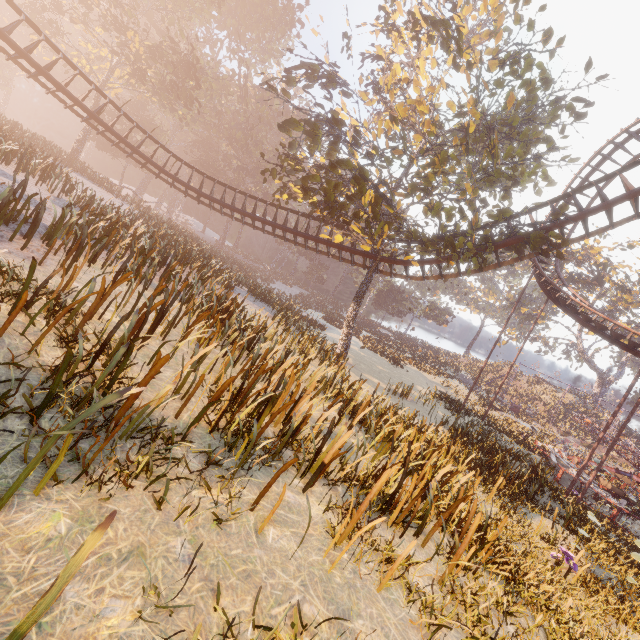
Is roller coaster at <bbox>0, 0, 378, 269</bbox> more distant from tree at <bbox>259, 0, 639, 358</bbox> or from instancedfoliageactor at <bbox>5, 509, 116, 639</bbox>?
instancedfoliageactor at <bbox>5, 509, 116, 639</bbox>

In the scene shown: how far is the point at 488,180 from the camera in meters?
14.9 m

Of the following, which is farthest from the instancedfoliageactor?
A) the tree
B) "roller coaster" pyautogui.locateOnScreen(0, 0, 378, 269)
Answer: "roller coaster" pyautogui.locateOnScreen(0, 0, 378, 269)

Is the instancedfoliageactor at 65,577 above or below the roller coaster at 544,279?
below

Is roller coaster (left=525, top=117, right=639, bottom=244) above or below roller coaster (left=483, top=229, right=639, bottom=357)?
above

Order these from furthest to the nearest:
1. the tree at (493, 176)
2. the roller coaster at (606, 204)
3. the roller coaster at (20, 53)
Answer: the roller coaster at (20, 53) < the roller coaster at (606, 204) < the tree at (493, 176)

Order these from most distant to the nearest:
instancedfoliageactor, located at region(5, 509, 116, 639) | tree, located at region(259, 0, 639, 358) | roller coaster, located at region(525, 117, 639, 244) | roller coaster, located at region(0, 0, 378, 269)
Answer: roller coaster, located at region(0, 0, 378, 269) < roller coaster, located at region(525, 117, 639, 244) < tree, located at region(259, 0, 639, 358) < instancedfoliageactor, located at region(5, 509, 116, 639)
